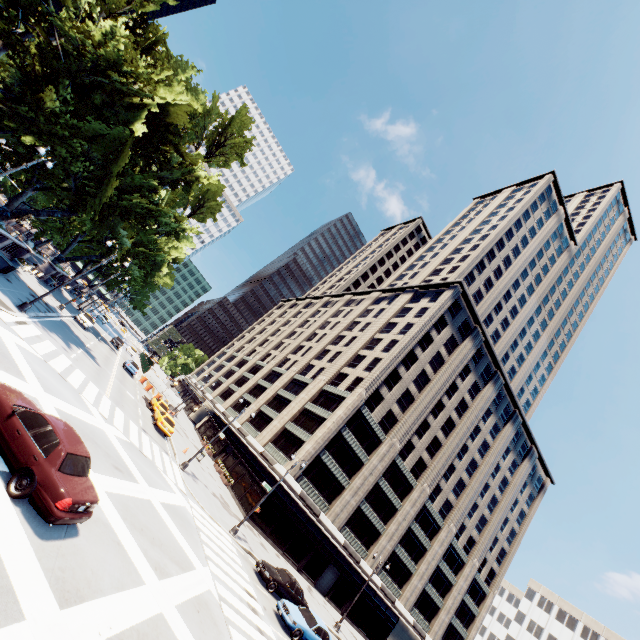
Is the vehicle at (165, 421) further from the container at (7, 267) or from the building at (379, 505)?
the container at (7, 267)

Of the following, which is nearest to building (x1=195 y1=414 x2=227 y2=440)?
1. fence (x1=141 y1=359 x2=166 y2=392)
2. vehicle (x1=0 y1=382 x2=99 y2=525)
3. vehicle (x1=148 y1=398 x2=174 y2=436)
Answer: fence (x1=141 y1=359 x2=166 y2=392)

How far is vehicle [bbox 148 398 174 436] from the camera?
30.3m

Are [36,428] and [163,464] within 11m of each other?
no

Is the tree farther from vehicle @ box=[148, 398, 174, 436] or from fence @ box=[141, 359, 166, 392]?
vehicle @ box=[148, 398, 174, 436]

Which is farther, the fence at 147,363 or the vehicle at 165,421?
the fence at 147,363

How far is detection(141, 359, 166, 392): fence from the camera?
48.00m

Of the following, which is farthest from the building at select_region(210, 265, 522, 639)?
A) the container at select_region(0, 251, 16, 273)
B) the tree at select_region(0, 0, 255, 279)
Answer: the container at select_region(0, 251, 16, 273)
